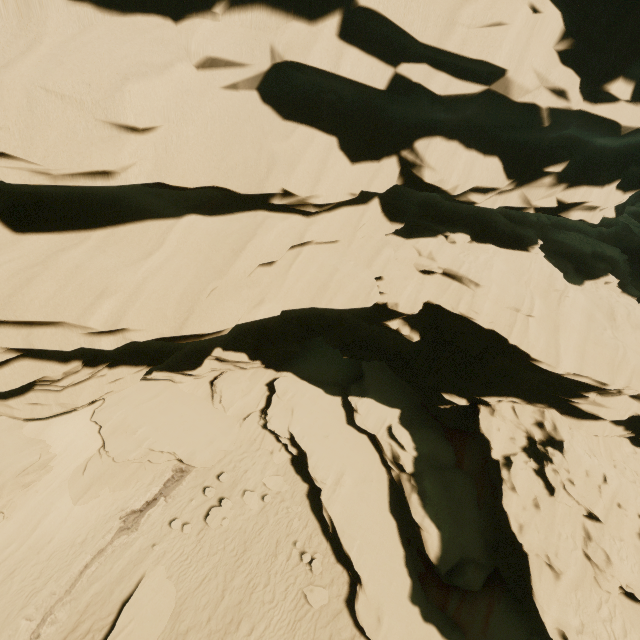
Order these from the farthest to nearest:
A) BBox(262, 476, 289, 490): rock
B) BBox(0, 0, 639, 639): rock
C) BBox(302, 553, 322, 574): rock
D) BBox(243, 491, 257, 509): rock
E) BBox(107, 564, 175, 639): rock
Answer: BBox(262, 476, 289, 490): rock, BBox(243, 491, 257, 509): rock, BBox(302, 553, 322, 574): rock, BBox(107, 564, 175, 639): rock, BBox(0, 0, 639, 639): rock

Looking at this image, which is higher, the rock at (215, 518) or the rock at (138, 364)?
the rock at (138, 364)

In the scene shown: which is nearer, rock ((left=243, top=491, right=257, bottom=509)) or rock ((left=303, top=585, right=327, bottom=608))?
rock ((left=303, top=585, right=327, bottom=608))

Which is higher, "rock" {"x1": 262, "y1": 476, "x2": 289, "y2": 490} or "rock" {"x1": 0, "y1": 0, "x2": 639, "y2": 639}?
"rock" {"x1": 0, "y1": 0, "x2": 639, "y2": 639}

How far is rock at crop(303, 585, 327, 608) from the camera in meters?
12.5

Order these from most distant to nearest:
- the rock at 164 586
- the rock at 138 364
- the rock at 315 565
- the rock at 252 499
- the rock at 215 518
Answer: the rock at 252 499, the rock at 215 518, the rock at 315 565, the rock at 164 586, the rock at 138 364

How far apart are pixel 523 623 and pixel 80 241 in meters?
18.4
